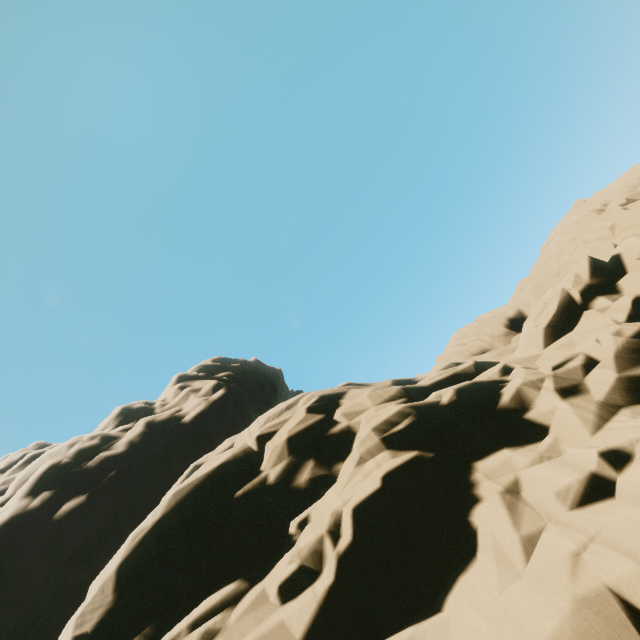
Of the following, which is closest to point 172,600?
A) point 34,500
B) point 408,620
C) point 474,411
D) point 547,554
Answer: point 408,620
